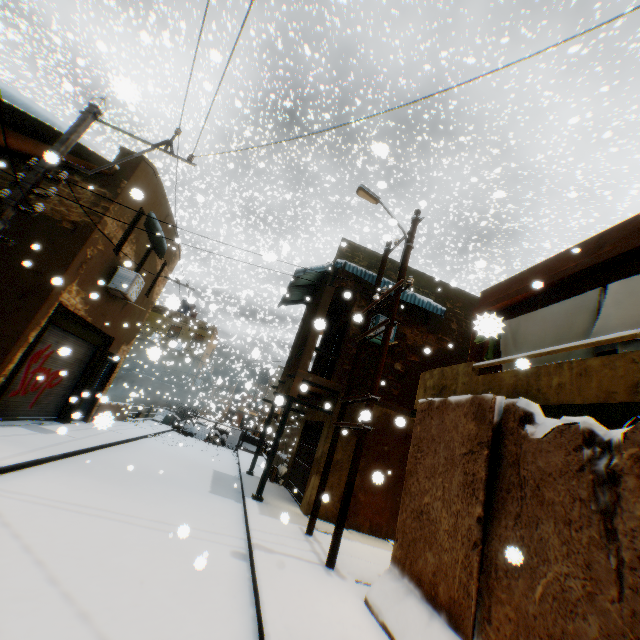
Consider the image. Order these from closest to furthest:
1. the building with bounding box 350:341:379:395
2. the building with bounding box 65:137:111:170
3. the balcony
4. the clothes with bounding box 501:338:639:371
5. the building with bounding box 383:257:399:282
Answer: the balcony
the clothes with bounding box 501:338:639:371
the building with bounding box 65:137:111:170
the building with bounding box 350:341:379:395
the building with bounding box 383:257:399:282

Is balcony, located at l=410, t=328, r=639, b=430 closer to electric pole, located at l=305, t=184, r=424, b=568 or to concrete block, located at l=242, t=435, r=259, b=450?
electric pole, located at l=305, t=184, r=424, b=568

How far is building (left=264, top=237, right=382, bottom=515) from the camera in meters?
10.4

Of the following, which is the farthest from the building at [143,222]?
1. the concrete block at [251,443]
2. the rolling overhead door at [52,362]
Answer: the concrete block at [251,443]

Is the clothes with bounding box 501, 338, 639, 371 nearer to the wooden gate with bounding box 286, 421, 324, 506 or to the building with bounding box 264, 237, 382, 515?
the building with bounding box 264, 237, 382, 515

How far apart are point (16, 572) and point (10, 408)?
7.5 meters

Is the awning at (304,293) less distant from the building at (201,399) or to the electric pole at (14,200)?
the building at (201,399)
